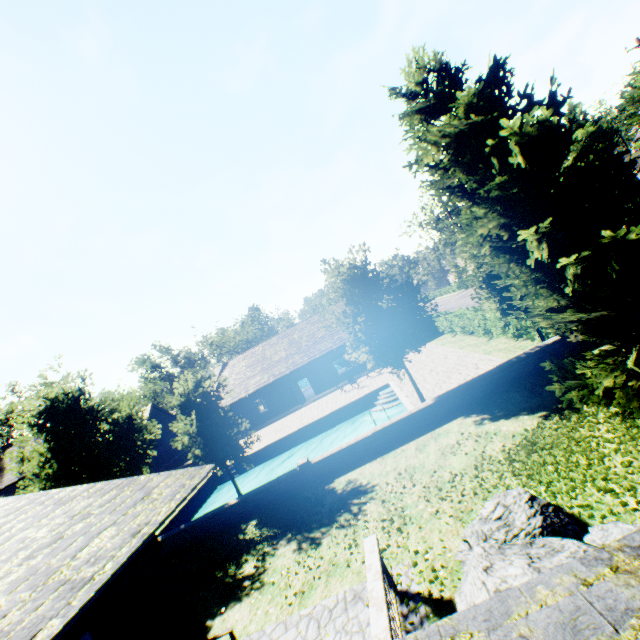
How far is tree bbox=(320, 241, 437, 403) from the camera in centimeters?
1275cm

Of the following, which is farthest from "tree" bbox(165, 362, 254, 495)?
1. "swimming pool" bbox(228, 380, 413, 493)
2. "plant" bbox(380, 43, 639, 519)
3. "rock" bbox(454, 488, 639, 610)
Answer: "rock" bbox(454, 488, 639, 610)

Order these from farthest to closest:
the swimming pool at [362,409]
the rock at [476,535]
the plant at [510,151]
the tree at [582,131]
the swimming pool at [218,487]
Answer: the tree at [582,131] → the swimming pool at [362,409] → the swimming pool at [218,487] → the plant at [510,151] → the rock at [476,535]

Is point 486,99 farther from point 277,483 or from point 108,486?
point 277,483

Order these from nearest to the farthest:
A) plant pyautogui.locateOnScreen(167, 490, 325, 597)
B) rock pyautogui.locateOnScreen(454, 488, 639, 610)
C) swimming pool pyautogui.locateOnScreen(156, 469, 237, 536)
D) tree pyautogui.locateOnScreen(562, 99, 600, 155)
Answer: rock pyautogui.locateOnScreen(454, 488, 639, 610) → plant pyautogui.locateOnScreen(167, 490, 325, 597) → swimming pool pyautogui.locateOnScreen(156, 469, 237, 536) → tree pyautogui.locateOnScreen(562, 99, 600, 155)

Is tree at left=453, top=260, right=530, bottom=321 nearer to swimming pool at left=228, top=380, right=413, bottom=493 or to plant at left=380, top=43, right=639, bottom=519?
swimming pool at left=228, top=380, right=413, bottom=493

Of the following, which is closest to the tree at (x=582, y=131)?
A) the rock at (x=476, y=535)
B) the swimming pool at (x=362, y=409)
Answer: the swimming pool at (x=362, y=409)

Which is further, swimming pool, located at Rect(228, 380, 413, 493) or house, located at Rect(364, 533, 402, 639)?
swimming pool, located at Rect(228, 380, 413, 493)
